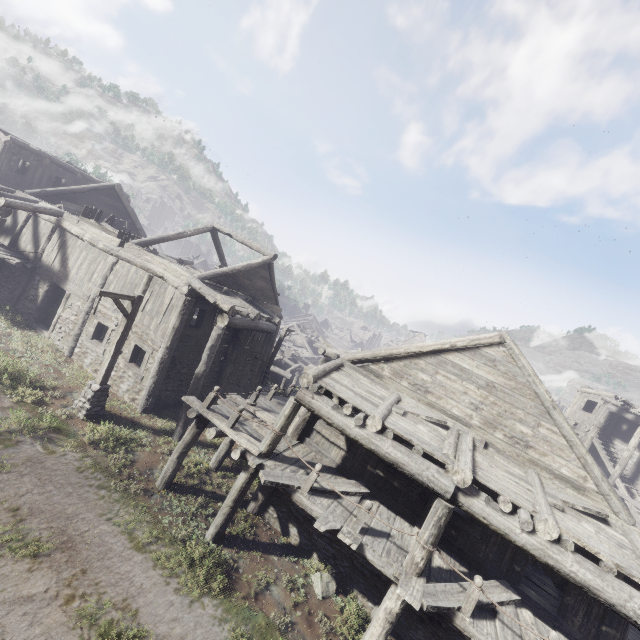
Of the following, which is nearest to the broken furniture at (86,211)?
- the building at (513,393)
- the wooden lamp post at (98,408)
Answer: the building at (513,393)

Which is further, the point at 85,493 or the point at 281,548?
the point at 281,548

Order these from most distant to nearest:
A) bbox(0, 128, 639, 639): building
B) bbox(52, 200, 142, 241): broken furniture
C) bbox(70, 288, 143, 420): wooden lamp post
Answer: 1. bbox(52, 200, 142, 241): broken furniture
2. bbox(70, 288, 143, 420): wooden lamp post
3. bbox(0, 128, 639, 639): building

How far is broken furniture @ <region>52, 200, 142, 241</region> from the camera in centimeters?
1603cm

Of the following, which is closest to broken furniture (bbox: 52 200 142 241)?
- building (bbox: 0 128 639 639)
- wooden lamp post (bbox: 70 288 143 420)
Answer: building (bbox: 0 128 639 639)

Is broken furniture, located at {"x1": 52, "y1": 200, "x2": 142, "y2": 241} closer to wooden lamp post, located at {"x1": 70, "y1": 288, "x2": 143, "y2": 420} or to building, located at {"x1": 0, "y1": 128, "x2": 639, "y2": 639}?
building, located at {"x1": 0, "y1": 128, "x2": 639, "y2": 639}

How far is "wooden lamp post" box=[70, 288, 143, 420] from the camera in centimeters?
1076cm
